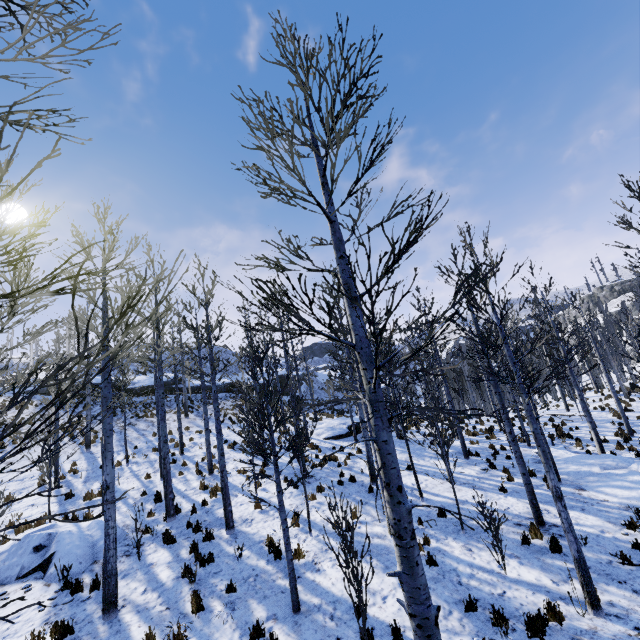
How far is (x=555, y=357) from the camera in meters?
15.6

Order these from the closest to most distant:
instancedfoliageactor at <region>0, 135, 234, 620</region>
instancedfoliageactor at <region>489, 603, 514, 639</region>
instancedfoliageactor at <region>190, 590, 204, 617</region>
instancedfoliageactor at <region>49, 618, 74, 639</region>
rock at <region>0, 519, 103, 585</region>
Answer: instancedfoliageactor at <region>0, 135, 234, 620</region> < instancedfoliageactor at <region>489, 603, 514, 639</region> < instancedfoliageactor at <region>49, 618, 74, 639</region> < instancedfoliageactor at <region>190, 590, 204, 617</region> < rock at <region>0, 519, 103, 585</region>

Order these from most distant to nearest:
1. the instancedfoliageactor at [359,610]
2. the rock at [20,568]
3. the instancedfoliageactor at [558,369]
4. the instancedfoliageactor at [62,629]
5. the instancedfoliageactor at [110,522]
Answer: the rock at [20,568] → the instancedfoliageactor at [62,629] → the instancedfoliageactor at [359,610] → the instancedfoliageactor at [558,369] → the instancedfoliageactor at [110,522]

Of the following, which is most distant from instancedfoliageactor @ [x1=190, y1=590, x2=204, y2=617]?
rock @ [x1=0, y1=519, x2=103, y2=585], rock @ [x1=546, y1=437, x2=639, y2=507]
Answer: rock @ [x1=0, y1=519, x2=103, y2=585]

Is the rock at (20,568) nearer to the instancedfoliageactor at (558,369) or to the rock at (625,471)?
the rock at (625,471)

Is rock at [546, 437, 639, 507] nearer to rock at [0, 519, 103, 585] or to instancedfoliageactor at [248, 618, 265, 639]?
instancedfoliageactor at [248, 618, 265, 639]
